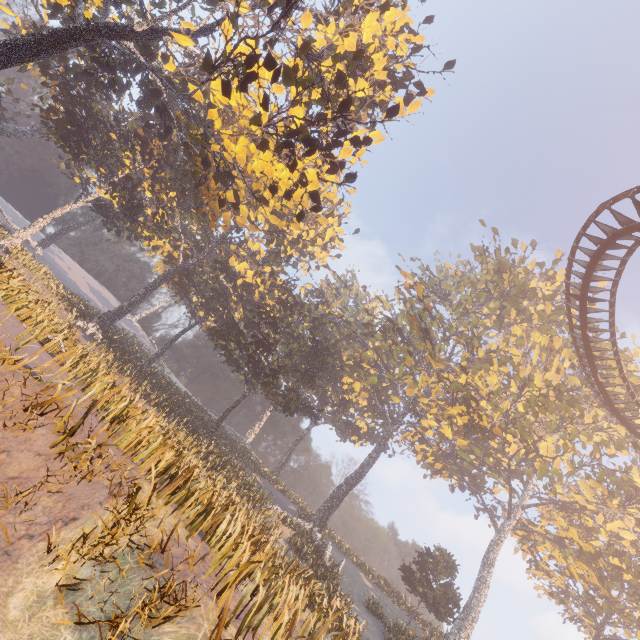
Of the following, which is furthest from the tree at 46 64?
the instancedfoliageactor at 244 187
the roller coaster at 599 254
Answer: the roller coaster at 599 254

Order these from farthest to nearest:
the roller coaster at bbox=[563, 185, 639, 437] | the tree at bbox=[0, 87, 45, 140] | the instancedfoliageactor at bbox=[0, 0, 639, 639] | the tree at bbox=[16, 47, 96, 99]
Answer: the tree at bbox=[0, 87, 45, 140], the tree at bbox=[16, 47, 96, 99], the roller coaster at bbox=[563, 185, 639, 437], the instancedfoliageactor at bbox=[0, 0, 639, 639]

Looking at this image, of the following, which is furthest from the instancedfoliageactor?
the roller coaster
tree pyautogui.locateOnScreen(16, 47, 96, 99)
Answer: tree pyautogui.locateOnScreen(16, 47, 96, 99)

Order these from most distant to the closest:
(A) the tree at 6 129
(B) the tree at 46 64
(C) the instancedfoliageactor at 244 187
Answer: (A) the tree at 6 129 < (B) the tree at 46 64 < (C) the instancedfoliageactor at 244 187

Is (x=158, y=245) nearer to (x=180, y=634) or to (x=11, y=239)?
(x=11, y=239)

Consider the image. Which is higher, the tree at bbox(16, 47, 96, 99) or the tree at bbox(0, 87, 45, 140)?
the tree at bbox(16, 47, 96, 99)
